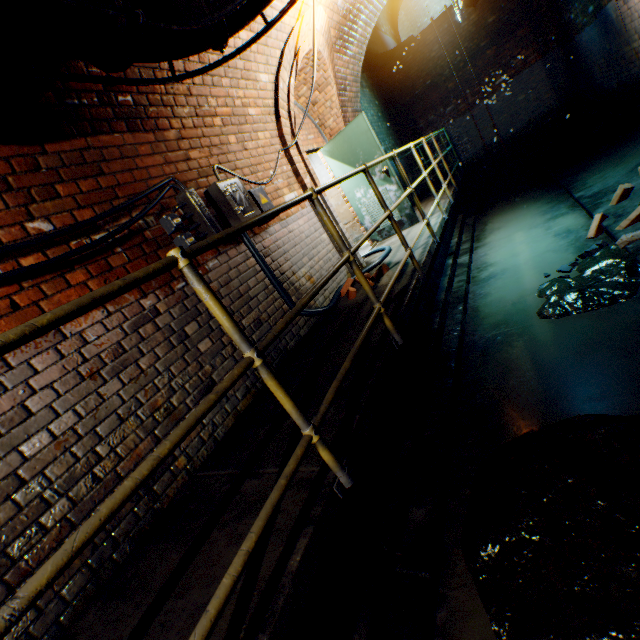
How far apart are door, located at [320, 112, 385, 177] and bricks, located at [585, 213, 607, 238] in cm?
257

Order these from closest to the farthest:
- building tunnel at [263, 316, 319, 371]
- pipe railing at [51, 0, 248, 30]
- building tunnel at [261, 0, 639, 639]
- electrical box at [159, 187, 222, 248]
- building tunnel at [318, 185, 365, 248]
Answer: pipe railing at [51, 0, 248, 30], building tunnel at [261, 0, 639, 639], electrical box at [159, 187, 222, 248], building tunnel at [263, 316, 319, 371], building tunnel at [318, 185, 365, 248]

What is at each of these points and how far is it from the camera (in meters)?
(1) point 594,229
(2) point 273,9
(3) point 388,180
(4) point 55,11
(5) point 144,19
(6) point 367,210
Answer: (1) bricks, 4.01
(2) building tunnel, 3.94
(3) door, 5.80
(4) pipe, 1.63
(5) pipe railing, 1.88
(6) door, 6.34

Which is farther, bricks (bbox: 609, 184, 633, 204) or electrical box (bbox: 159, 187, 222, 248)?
bricks (bbox: 609, 184, 633, 204)

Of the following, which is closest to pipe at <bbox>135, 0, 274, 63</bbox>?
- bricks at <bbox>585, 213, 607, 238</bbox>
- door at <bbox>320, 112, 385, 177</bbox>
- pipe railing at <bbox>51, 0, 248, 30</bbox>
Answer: pipe railing at <bbox>51, 0, 248, 30</bbox>

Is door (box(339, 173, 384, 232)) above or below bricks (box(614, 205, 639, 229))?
above

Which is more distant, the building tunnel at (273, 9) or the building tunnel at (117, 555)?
the building tunnel at (273, 9)

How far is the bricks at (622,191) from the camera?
4.01m
